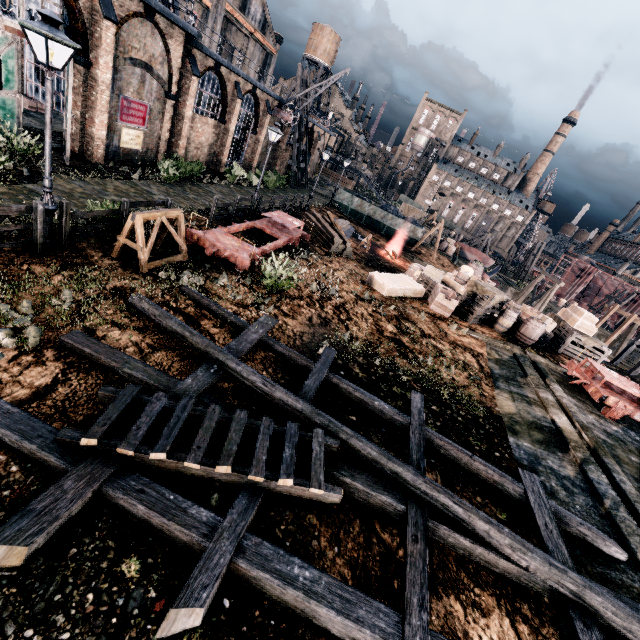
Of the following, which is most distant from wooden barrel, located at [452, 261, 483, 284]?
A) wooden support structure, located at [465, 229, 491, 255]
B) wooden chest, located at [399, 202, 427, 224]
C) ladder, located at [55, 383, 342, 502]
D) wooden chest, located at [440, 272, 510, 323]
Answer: wooden support structure, located at [465, 229, 491, 255]

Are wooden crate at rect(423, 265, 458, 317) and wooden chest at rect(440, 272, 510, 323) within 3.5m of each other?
yes

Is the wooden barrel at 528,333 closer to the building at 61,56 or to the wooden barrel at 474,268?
the wooden barrel at 474,268

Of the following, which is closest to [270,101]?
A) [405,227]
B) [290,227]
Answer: [405,227]

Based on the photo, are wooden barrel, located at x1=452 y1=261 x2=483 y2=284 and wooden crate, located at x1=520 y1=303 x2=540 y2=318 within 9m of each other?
yes

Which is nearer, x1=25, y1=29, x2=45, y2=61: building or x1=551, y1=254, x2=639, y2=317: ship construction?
x1=25, y1=29, x2=45, y2=61: building

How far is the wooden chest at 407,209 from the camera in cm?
4862

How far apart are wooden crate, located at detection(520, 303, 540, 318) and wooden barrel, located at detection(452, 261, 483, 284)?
3.7 meters
